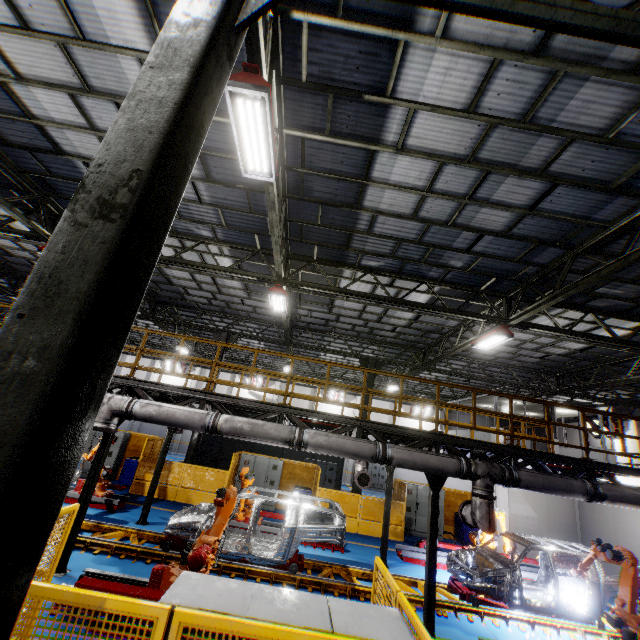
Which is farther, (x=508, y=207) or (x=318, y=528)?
(x=318, y=528)

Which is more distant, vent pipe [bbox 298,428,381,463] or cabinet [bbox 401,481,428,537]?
cabinet [bbox 401,481,428,537]

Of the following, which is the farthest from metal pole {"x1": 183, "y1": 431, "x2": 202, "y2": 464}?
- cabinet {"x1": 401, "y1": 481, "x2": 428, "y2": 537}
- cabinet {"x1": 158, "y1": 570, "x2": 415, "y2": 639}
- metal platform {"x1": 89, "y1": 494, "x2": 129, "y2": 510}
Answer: cabinet {"x1": 158, "y1": 570, "x2": 415, "y2": 639}

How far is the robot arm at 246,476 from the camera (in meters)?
10.68

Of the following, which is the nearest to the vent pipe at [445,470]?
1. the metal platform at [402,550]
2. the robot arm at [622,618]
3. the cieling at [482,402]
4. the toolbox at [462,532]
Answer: the robot arm at [622,618]

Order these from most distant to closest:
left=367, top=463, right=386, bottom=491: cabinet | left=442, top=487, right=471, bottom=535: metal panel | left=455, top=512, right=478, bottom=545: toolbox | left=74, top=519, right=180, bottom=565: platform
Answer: left=367, top=463, right=386, bottom=491: cabinet → left=442, top=487, right=471, bottom=535: metal panel → left=455, top=512, right=478, bottom=545: toolbox → left=74, top=519, right=180, bottom=565: platform

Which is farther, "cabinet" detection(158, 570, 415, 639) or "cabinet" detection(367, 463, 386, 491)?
"cabinet" detection(367, 463, 386, 491)

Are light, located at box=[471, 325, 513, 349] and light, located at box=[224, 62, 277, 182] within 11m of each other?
yes
